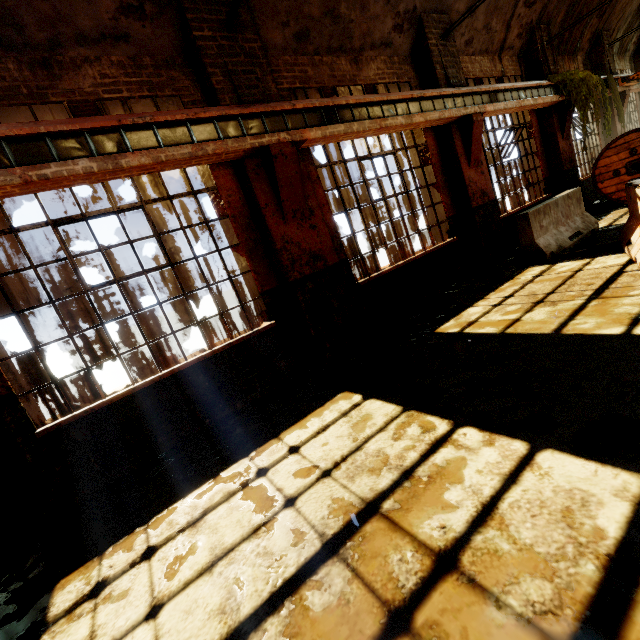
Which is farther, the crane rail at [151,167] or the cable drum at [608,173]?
the cable drum at [608,173]

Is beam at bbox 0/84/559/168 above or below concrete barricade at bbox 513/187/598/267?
above

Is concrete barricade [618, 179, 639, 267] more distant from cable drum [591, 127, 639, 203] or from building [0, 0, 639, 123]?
cable drum [591, 127, 639, 203]

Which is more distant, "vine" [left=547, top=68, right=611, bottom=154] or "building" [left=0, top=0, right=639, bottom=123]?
"vine" [left=547, top=68, right=611, bottom=154]

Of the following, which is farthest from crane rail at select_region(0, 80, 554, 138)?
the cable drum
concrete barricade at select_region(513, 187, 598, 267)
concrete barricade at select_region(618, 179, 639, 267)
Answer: concrete barricade at select_region(618, 179, 639, 267)

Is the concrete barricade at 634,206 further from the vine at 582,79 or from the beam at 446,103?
the vine at 582,79

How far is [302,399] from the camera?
4.3 meters

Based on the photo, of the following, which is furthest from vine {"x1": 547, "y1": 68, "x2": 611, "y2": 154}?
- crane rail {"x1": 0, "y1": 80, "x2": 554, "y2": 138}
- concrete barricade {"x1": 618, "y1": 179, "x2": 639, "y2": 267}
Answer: concrete barricade {"x1": 618, "y1": 179, "x2": 639, "y2": 267}
